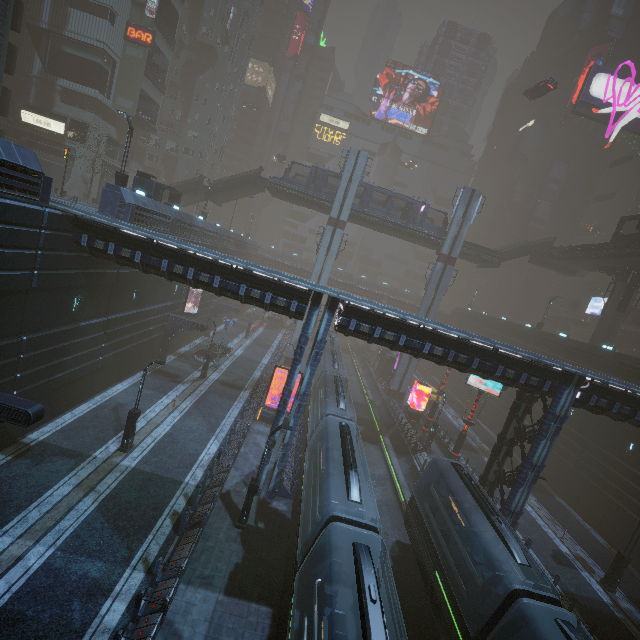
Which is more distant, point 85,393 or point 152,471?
point 85,393

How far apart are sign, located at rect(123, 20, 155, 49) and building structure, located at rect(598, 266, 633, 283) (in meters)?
59.80

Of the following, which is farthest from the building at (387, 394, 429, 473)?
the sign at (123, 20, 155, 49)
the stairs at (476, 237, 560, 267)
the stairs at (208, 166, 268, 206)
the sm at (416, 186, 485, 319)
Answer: the stairs at (476, 237, 560, 267)

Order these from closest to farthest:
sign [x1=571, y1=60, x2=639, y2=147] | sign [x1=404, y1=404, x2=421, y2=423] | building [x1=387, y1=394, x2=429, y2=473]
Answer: building [x1=387, y1=394, x2=429, y2=473]
sign [x1=404, y1=404, x2=421, y2=423]
sign [x1=571, y1=60, x2=639, y2=147]

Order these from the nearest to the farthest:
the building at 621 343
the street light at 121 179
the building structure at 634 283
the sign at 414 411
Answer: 1. the street light at 121 179
2. the building at 621 343
3. the building structure at 634 283
4. the sign at 414 411

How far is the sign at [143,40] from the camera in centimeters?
3931cm

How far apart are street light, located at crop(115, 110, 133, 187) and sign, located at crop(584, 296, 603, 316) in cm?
6080

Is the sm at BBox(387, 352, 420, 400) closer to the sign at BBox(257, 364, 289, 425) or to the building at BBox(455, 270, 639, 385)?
the building at BBox(455, 270, 639, 385)
